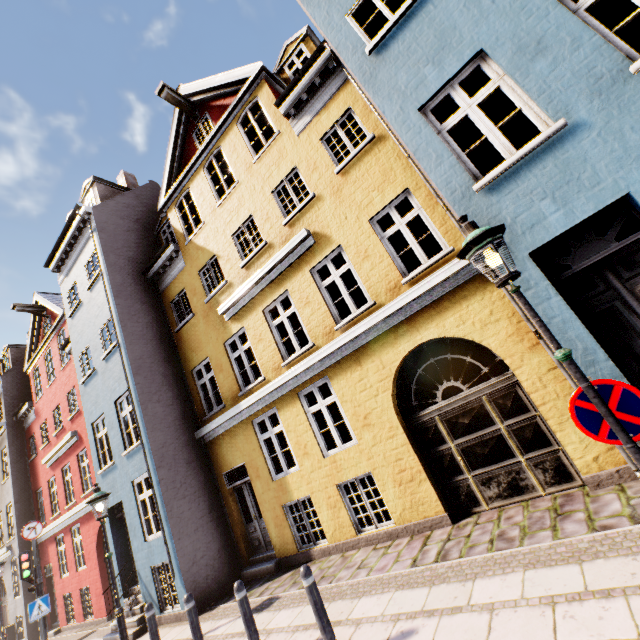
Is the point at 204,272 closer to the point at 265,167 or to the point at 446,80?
the point at 265,167

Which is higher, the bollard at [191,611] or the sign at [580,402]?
the sign at [580,402]

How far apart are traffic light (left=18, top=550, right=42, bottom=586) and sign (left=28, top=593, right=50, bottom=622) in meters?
0.4 m

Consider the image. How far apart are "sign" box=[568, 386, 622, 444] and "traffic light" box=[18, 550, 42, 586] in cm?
1497

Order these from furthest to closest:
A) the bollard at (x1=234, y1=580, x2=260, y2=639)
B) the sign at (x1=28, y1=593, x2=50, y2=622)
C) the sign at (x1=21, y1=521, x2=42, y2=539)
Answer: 1. the sign at (x1=21, y1=521, x2=42, y2=539)
2. the sign at (x1=28, y1=593, x2=50, y2=622)
3. the bollard at (x1=234, y1=580, x2=260, y2=639)

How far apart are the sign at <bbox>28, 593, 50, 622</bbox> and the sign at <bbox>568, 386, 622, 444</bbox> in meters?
14.8

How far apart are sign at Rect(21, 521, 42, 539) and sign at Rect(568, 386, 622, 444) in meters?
15.2

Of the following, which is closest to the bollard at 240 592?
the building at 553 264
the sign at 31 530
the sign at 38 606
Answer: the building at 553 264
